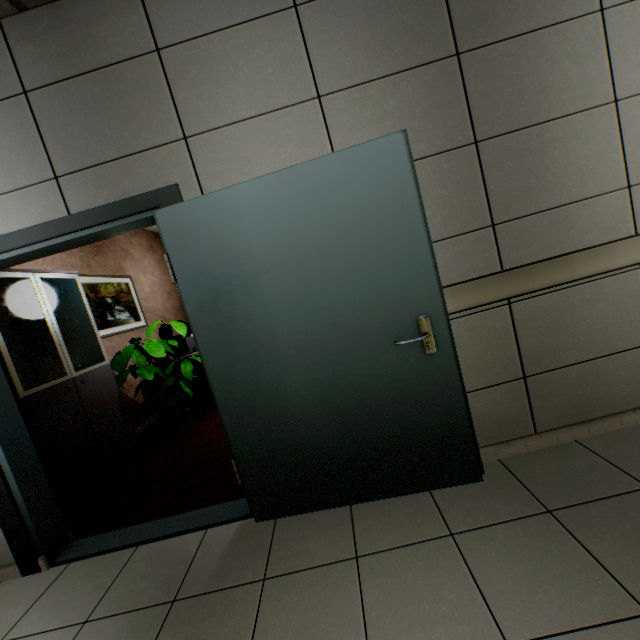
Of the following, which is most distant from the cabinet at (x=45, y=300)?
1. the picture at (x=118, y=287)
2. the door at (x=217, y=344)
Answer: the picture at (x=118, y=287)

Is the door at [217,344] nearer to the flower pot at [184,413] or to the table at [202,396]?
the flower pot at [184,413]

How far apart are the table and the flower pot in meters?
0.5 m

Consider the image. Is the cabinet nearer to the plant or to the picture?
the plant

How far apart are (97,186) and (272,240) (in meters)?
1.13

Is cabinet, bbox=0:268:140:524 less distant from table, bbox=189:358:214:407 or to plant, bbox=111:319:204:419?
plant, bbox=111:319:204:419

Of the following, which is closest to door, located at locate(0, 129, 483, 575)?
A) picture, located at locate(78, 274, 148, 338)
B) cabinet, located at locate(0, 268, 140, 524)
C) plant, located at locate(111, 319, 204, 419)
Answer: cabinet, located at locate(0, 268, 140, 524)

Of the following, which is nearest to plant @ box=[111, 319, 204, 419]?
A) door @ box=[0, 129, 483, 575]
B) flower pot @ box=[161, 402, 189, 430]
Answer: flower pot @ box=[161, 402, 189, 430]
